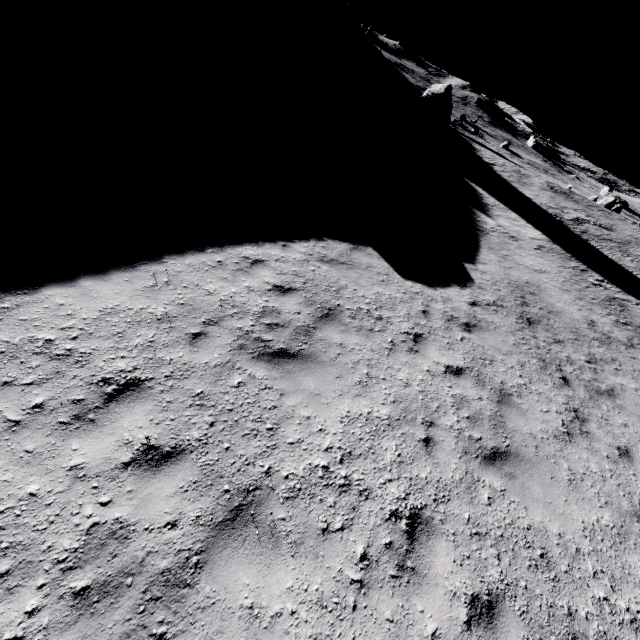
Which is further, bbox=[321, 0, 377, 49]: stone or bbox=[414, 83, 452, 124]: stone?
bbox=[321, 0, 377, 49]: stone

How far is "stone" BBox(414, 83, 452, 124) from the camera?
38.12m

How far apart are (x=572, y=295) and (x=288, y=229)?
13.4 meters

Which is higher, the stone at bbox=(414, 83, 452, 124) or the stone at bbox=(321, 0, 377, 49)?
the stone at bbox=(321, 0, 377, 49)

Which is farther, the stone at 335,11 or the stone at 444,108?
the stone at 335,11

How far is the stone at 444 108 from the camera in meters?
38.1 m
